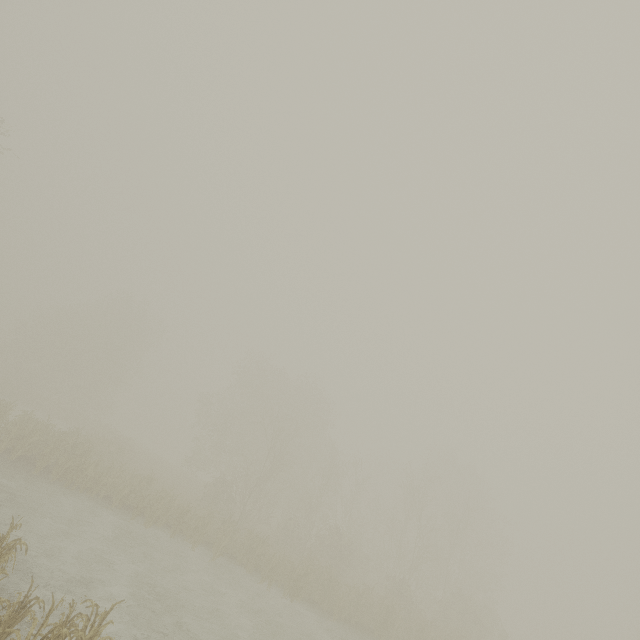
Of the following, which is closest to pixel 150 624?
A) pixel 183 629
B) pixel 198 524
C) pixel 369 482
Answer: pixel 183 629
